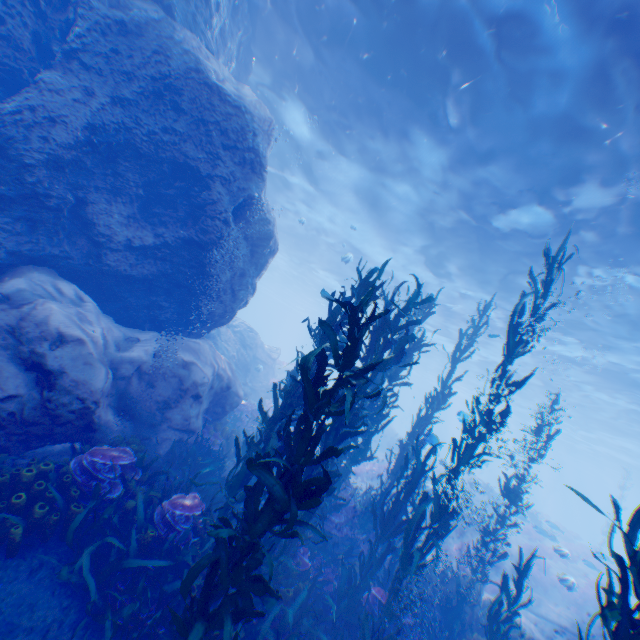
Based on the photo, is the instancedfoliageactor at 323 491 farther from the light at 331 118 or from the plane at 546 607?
the light at 331 118

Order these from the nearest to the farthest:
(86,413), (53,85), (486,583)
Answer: (86,413) → (53,85) → (486,583)

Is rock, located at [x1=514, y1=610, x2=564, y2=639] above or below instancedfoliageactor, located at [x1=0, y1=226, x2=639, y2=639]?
below

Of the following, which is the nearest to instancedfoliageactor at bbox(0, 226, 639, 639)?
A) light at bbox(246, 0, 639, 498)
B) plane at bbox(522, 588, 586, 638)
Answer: plane at bbox(522, 588, 586, 638)

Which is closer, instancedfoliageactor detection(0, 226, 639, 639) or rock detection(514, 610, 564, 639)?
instancedfoliageactor detection(0, 226, 639, 639)

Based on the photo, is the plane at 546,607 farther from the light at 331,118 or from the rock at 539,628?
the light at 331,118

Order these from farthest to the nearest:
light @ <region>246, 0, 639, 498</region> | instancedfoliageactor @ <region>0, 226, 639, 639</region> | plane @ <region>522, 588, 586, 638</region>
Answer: plane @ <region>522, 588, 586, 638</region>, light @ <region>246, 0, 639, 498</region>, instancedfoliageactor @ <region>0, 226, 639, 639</region>
